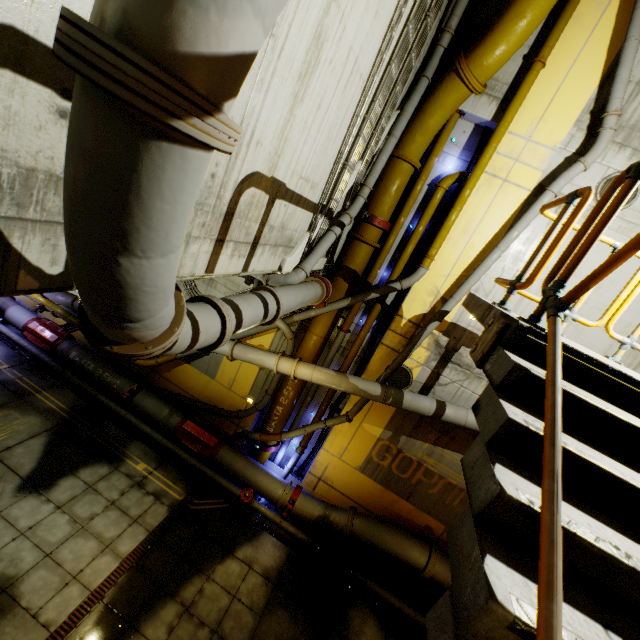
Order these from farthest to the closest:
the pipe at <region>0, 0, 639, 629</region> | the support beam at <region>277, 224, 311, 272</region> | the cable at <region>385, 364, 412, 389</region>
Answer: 1. the cable at <region>385, 364, 412, 389</region>
2. the support beam at <region>277, 224, 311, 272</region>
3. the pipe at <region>0, 0, 639, 629</region>

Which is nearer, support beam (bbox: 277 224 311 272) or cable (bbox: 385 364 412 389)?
support beam (bbox: 277 224 311 272)

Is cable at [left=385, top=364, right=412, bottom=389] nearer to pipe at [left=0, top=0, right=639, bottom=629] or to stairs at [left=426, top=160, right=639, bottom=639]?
pipe at [left=0, top=0, right=639, bottom=629]

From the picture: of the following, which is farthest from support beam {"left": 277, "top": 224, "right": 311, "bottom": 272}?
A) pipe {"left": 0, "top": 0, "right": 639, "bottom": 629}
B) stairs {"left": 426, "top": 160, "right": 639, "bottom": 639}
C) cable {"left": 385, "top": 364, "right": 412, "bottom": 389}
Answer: cable {"left": 385, "top": 364, "right": 412, "bottom": 389}

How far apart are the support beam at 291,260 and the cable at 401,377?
4.1m

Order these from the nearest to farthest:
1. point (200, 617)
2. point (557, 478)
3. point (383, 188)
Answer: point (557, 478)
point (200, 617)
point (383, 188)

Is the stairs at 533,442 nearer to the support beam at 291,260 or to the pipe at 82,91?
the pipe at 82,91
